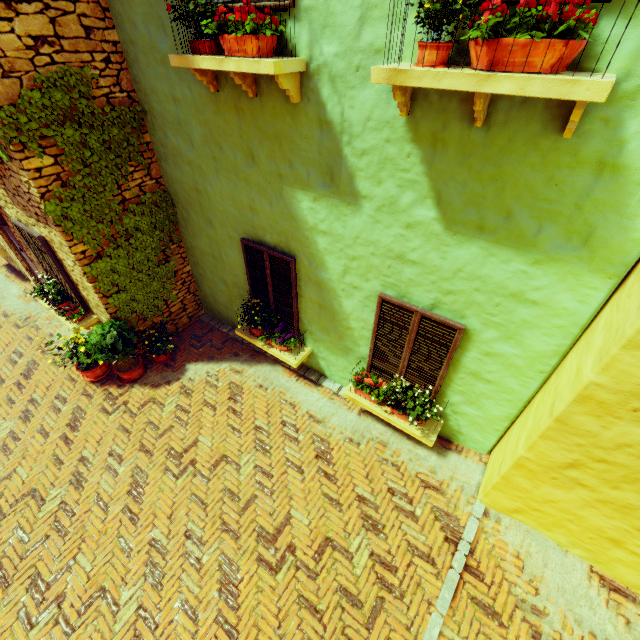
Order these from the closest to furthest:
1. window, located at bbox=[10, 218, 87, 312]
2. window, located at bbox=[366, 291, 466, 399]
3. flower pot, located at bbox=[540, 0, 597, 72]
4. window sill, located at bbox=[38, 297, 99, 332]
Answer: flower pot, located at bbox=[540, 0, 597, 72], window, located at bbox=[366, 291, 466, 399], window, located at bbox=[10, 218, 87, 312], window sill, located at bbox=[38, 297, 99, 332]

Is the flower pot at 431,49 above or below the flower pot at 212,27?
below

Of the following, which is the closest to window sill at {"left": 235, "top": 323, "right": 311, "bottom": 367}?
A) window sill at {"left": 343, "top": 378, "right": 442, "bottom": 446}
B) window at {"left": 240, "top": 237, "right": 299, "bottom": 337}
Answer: window at {"left": 240, "top": 237, "right": 299, "bottom": 337}

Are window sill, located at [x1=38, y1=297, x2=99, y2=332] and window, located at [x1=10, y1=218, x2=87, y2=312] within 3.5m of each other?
yes

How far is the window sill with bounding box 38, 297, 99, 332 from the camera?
6.22m

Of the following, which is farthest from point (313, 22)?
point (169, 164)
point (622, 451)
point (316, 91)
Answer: point (622, 451)

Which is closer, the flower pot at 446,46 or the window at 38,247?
the flower pot at 446,46

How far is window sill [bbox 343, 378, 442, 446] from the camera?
4.6 meters
